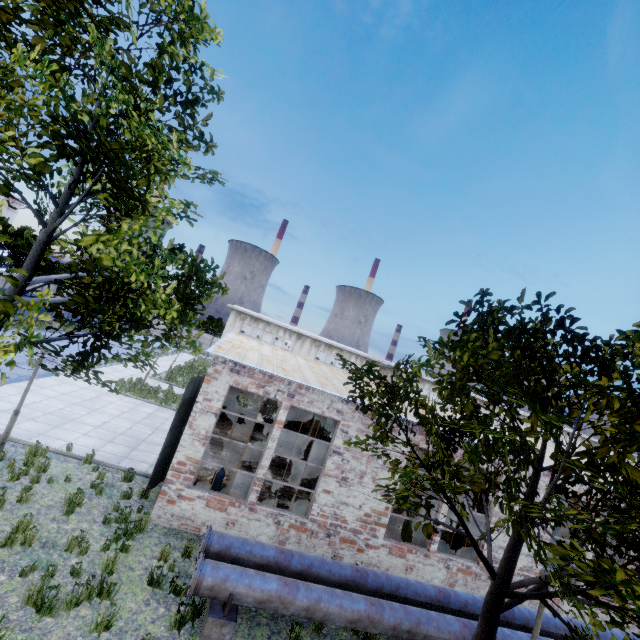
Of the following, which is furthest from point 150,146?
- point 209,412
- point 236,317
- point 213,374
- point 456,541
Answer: point 236,317

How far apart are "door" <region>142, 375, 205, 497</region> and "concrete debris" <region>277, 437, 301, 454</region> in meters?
8.1

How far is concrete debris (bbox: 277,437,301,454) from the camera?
19.83m

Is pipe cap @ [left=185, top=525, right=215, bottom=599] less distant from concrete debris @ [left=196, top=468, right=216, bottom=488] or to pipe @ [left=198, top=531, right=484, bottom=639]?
pipe @ [left=198, top=531, right=484, bottom=639]

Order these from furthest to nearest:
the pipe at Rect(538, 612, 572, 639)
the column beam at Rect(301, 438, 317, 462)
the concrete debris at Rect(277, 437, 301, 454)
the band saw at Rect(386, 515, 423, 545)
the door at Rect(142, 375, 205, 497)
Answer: the concrete debris at Rect(277, 437, 301, 454) → the column beam at Rect(301, 438, 317, 462) → the band saw at Rect(386, 515, 423, 545) → the door at Rect(142, 375, 205, 497) → the pipe at Rect(538, 612, 572, 639)

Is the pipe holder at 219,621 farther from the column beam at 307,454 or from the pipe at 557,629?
the column beam at 307,454

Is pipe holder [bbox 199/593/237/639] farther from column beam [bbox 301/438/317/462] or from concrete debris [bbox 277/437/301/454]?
concrete debris [bbox 277/437/301/454]

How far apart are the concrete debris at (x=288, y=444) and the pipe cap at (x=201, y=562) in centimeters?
1327cm
